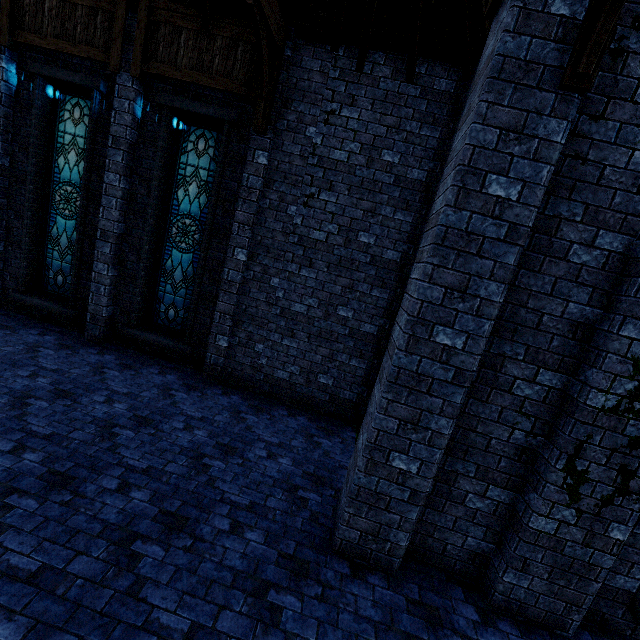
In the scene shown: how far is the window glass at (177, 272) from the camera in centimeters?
695cm

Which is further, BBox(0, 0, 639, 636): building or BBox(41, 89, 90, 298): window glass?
BBox(41, 89, 90, 298): window glass

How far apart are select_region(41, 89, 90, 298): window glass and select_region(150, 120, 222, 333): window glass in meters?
1.9 m

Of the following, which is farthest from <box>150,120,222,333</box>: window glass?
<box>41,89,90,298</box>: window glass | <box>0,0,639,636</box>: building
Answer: <box>41,89,90,298</box>: window glass

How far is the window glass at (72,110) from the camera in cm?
721

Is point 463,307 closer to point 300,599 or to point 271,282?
point 300,599

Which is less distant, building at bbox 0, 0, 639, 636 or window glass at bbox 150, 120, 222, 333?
building at bbox 0, 0, 639, 636

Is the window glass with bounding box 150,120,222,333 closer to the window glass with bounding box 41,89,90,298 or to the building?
the building
